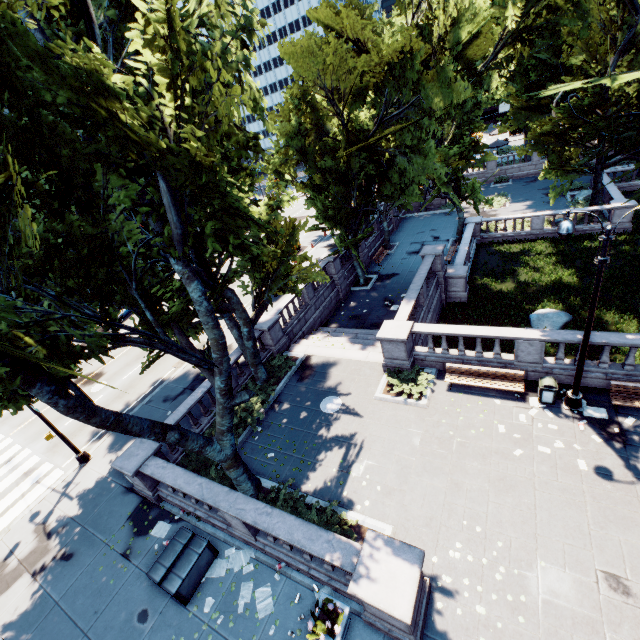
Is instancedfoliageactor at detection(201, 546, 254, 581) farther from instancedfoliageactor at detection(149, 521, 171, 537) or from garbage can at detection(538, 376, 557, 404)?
garbage can at detection(538, 376, 557, 404)

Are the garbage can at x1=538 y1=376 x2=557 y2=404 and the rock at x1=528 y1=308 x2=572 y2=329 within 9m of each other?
yes

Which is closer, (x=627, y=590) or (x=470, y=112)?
(x=627, y=590)

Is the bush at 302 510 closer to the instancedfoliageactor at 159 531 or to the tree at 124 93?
the tree at 124 93

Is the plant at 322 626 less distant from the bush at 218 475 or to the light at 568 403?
the bush at 218 475

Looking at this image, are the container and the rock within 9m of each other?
no

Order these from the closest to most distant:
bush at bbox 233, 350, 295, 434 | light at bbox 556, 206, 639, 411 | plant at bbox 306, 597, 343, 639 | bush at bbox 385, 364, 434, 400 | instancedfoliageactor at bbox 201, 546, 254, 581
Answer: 1. plant at bbox 306, 597, 343, 639
2. light at bbox 556, 206, 639, 411
3. instancedfoliageactor at bbox 201, 546, 254, 581
4. bush at bbox 385, 364, 434, 400
5. bush at bbox 233, 350, 295, 434

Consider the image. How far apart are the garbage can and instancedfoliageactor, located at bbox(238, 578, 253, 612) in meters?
11.4
